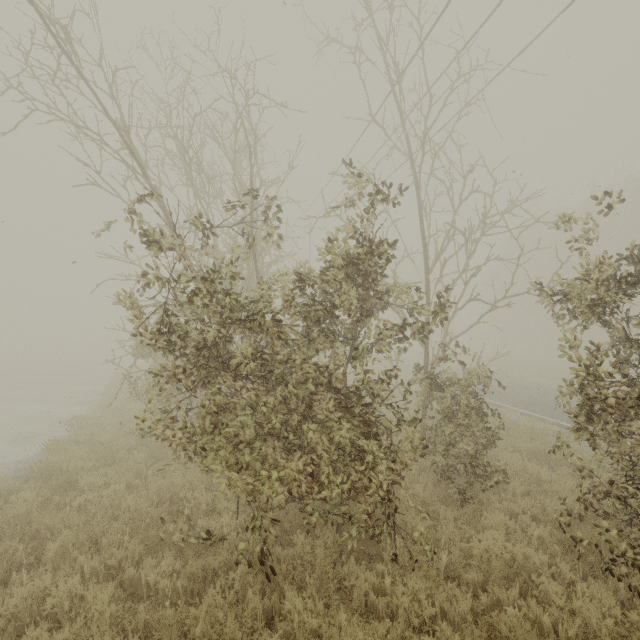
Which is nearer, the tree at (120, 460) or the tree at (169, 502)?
the tree at (169, 502)

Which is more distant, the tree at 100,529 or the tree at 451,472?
the tree at 100,529

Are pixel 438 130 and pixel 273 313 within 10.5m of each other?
no

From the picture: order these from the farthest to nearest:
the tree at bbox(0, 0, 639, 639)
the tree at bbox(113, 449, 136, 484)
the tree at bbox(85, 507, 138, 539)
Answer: the tree at bbox(113, 449, 136, 484) → the tree at bbox(85, 507, 138, 539) → the tree at bbox(0, 0, 639, 639)

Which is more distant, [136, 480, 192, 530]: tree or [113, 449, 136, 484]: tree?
[113, 449, 136, 484]: tree

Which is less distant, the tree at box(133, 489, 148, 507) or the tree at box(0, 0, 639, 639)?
the tree at box(0, 0, 639, 639)

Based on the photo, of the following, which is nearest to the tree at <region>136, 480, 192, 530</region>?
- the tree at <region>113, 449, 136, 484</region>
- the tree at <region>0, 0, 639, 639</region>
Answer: the tree at <region>113, 449, 136, 484</region>

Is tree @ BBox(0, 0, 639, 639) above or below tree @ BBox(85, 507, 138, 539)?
above
